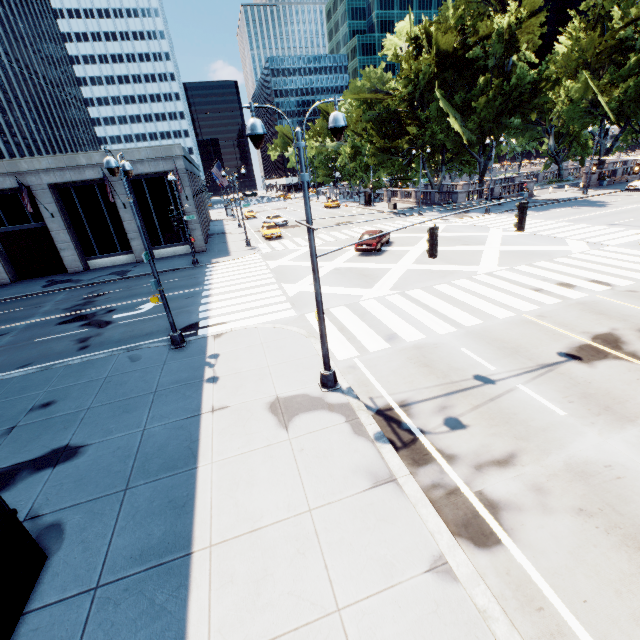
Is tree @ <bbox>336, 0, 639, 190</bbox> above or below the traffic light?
above

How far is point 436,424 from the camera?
8.2 meters

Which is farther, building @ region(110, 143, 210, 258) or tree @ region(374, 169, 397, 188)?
tree @ region(374, 169, 397, 188)

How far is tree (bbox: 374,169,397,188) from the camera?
57.5m

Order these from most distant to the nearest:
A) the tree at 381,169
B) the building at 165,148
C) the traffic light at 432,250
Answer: the tree at 381,169 < the building at 165,148 < the traffic light at 432,250

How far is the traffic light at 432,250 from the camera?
8.9m

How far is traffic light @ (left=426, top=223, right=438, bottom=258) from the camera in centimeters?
887cm

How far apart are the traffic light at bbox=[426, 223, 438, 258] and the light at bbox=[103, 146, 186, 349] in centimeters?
955cm
